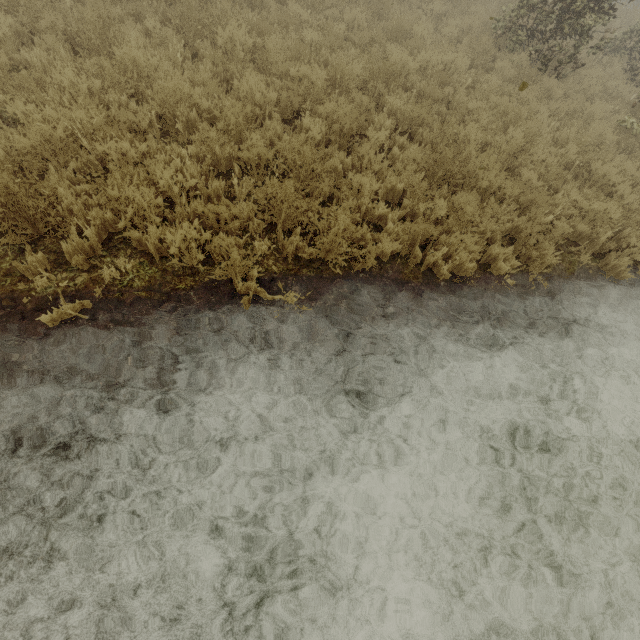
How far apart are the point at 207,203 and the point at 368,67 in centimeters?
509cm
